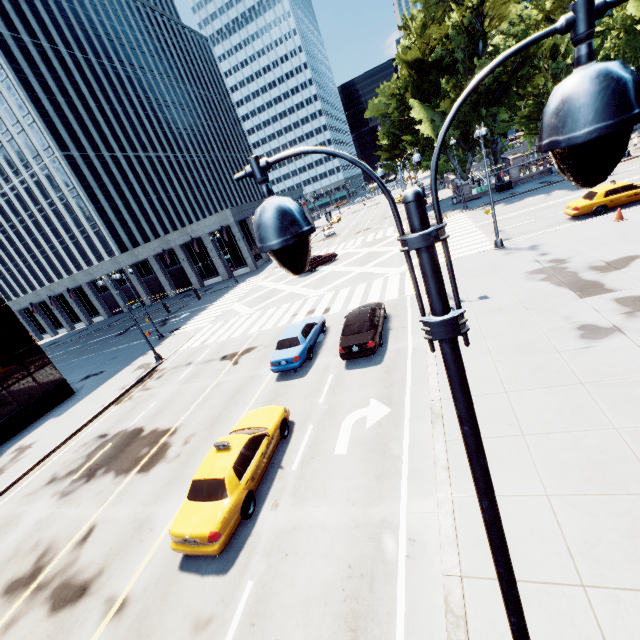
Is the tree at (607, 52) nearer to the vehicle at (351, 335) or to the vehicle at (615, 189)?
the vehicle at (615, 189)

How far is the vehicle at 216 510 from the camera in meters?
8.1 m

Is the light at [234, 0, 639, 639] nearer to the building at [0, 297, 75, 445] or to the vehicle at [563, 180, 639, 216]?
the vehicle at [563, 180, 639, 216]

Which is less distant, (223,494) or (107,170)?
(223,494)

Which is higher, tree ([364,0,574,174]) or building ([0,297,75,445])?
tree ([364,0,574,174])

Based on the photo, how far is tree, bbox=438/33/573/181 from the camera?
31.9 meters

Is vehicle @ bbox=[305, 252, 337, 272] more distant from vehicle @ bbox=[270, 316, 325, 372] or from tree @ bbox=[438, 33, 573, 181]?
tree @ bbox=[438, 33, 573, 181]

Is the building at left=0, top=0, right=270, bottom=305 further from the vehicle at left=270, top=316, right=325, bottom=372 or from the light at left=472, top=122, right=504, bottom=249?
the light at left=472, top=122, right=504, bottom=249
